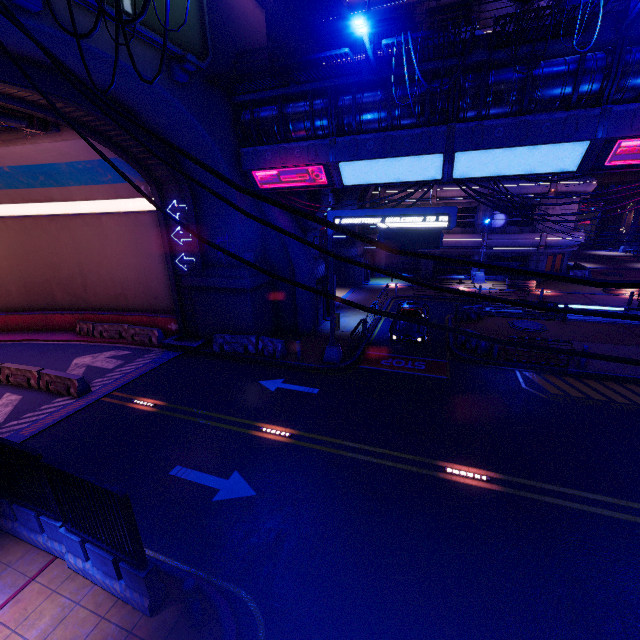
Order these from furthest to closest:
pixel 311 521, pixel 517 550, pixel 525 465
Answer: pixel 525 465 → pixel 311 521 → pixel 517 550

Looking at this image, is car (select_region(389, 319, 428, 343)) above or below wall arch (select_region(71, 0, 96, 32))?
below

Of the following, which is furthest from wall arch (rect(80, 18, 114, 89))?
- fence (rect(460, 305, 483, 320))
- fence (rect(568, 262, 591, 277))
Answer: fence (rect(568, 262, 591, 277))

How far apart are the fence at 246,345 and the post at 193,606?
12.07m

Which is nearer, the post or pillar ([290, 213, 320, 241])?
the post

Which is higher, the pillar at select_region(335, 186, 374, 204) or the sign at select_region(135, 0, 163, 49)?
the sign at select_region(135, 0, 163, 49)

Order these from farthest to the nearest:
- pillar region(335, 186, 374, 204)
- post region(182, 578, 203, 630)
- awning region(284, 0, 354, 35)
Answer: pillar region(335, 186, 374, 204) → awning region(284, 0, 354, 35) → post region(182, 578, 203, 630)

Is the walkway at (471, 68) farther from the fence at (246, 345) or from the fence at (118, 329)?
the fence at (118, 329)
